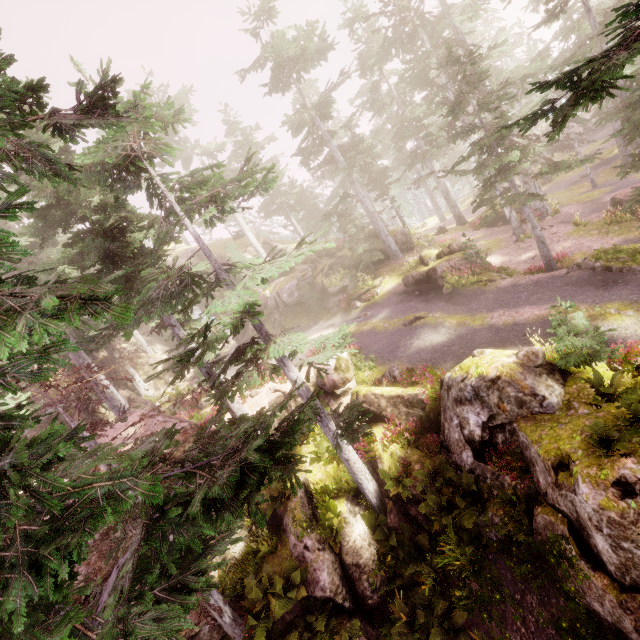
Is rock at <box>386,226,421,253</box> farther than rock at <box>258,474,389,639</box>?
Yes

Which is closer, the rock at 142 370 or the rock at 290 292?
the rock at 290 292

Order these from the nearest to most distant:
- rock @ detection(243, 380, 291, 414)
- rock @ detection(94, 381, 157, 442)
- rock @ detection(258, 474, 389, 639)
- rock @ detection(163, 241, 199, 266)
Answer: rock @ detection(258, 474, 389, 639), rock @ detection(94, 381, 157, 442), rock @ detection(243, 380, 291, 414), rock @ detection(163, 241, 199, 266)

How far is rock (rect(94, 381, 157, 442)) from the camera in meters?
15.1 m

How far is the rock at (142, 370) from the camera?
31.2m

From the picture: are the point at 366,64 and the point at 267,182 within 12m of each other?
no
